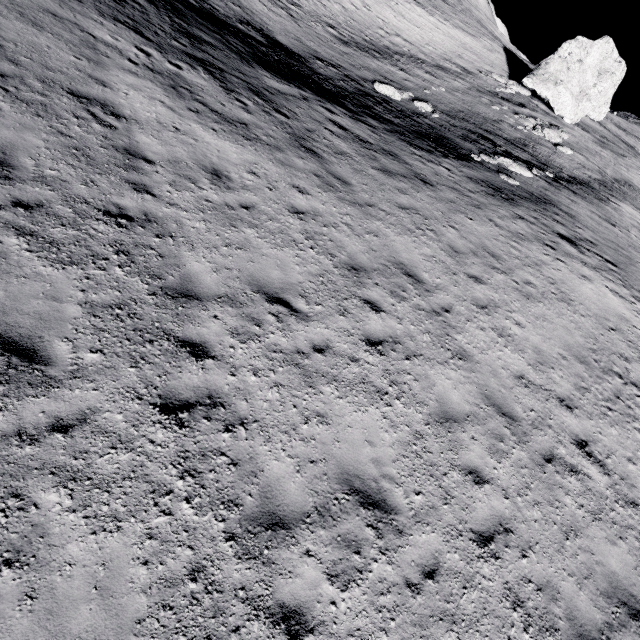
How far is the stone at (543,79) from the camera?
30.88m

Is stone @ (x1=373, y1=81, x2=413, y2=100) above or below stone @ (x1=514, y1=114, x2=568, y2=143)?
below

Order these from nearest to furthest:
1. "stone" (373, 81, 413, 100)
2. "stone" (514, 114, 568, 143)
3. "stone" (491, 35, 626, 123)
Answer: "stone" (373, 81, 413, 100), "stone" (514, 114, 568, 143), "stone" (491, 35, 626, 123)

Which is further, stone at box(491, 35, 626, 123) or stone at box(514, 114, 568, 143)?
stone at box(491, 35, 626, 123)

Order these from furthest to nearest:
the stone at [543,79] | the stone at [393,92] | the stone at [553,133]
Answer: the stone at [543,79] < the stone at [553,133] < the stone at [393,92]

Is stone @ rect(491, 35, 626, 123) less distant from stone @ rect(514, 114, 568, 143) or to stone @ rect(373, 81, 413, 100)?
stone @ rect(514, 114, 568, 143)

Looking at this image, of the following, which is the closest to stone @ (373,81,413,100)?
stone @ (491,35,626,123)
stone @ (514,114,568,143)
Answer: stone @ (514,114,568,143)

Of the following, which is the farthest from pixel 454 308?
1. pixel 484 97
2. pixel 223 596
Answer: pixel 484 97
